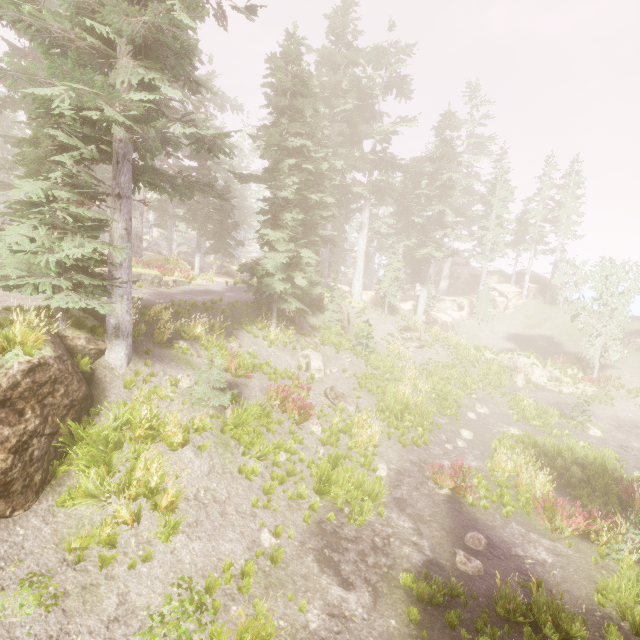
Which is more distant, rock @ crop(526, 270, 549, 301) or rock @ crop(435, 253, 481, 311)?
rock @ crop(526, 270, 549, 301)

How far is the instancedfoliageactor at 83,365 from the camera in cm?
879

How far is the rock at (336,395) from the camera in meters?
15.8

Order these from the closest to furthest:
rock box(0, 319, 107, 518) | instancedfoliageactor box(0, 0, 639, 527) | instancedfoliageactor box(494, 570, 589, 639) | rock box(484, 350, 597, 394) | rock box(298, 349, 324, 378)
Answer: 1. rock box(0, 319, 107, 518)
2. instancedfoliageactor box(494, 570, 589, 639)
3. instancedfoliageactor box(0, 0, 639, 527)
4. rock box(298, 349, 324, 378)
5. rock box(484, 350, 597, 394)

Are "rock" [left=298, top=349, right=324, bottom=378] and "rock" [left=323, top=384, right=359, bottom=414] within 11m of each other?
yes

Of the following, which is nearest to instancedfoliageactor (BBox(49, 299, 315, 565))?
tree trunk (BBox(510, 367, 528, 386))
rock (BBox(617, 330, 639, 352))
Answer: rock (BBox(617, 330, 639, 352))

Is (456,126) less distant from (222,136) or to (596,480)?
(222,136)

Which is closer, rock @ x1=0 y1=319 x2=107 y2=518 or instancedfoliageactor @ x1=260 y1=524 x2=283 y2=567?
rock @ x1=0 y1=319 x2=107 y2=518
